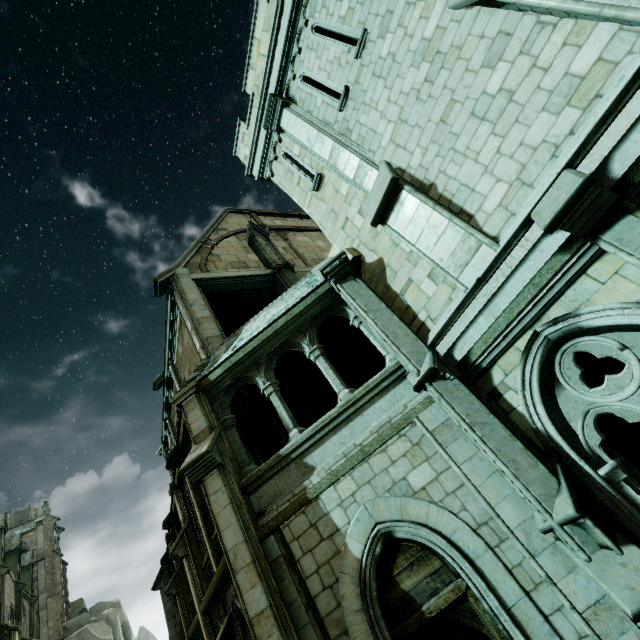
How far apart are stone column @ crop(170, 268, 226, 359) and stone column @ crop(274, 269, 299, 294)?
3.1m

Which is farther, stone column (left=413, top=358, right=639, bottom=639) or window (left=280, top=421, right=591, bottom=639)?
window (left=280, top=421, right=591, bottom=639)

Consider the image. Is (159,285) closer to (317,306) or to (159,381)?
(159,381)

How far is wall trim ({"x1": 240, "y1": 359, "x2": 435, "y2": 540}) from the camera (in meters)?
5.90

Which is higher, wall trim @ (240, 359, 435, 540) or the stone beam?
the stone beam

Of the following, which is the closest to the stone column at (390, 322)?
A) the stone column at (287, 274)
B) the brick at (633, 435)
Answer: the brick at (633, 435)

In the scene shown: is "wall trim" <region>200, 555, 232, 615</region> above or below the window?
above

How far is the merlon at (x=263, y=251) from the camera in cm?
1442
